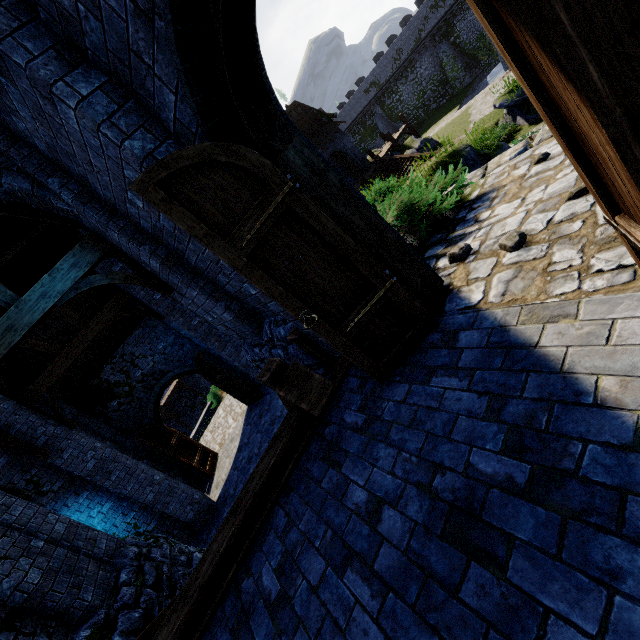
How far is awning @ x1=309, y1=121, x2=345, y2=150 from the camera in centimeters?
2898cm

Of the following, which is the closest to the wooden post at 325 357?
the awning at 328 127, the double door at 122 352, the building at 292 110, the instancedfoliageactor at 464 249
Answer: the instancedfoliageactor at 464 249

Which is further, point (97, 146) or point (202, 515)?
point (202, 515)

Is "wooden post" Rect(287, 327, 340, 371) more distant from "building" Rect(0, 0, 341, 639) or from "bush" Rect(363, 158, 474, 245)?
"bush" Rect(363, 158, 474, 245)

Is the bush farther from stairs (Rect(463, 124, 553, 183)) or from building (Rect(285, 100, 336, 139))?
building (Rect(285, 100, 336, 139))

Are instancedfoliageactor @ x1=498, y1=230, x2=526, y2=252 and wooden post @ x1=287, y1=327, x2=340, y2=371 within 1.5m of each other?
no

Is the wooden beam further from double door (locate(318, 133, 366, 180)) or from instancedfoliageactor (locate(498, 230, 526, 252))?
double door (locate(318, 133, 366, 180))

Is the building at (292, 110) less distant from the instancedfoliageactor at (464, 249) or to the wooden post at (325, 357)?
the wooden post at (325, 357)
